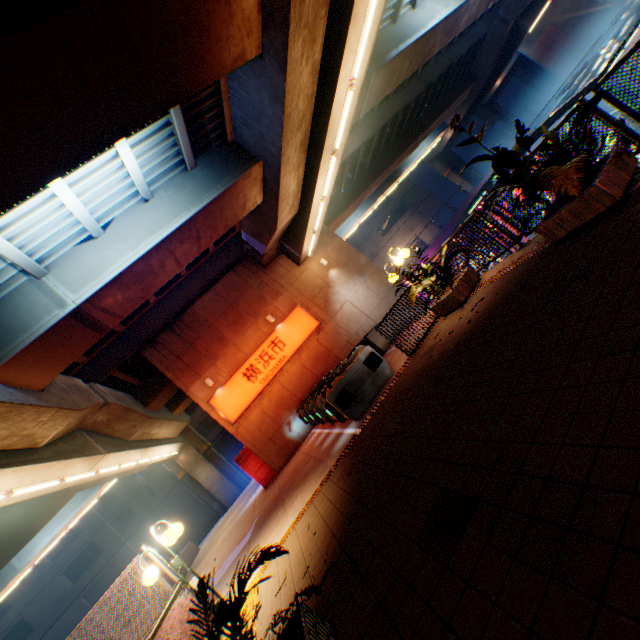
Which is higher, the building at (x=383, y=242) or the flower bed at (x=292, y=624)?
the building at (x=383, y=242)

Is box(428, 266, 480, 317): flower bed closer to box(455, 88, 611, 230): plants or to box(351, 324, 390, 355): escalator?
box(455, 88, 611, 230): plants

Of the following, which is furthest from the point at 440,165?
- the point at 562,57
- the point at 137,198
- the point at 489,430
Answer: the point at 489,430

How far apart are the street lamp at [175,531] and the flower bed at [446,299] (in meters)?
7.55

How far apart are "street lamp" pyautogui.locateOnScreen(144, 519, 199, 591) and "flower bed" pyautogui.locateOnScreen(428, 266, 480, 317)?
7.5m

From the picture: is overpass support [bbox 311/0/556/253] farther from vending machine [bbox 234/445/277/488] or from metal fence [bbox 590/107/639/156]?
vending machine [bbox 234/445/277/488]

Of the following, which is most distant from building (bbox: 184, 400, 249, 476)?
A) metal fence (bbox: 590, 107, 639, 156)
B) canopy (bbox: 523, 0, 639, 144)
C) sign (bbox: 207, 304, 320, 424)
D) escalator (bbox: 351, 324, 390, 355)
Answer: escalator (bbox: 351, 324, 390, 355)
